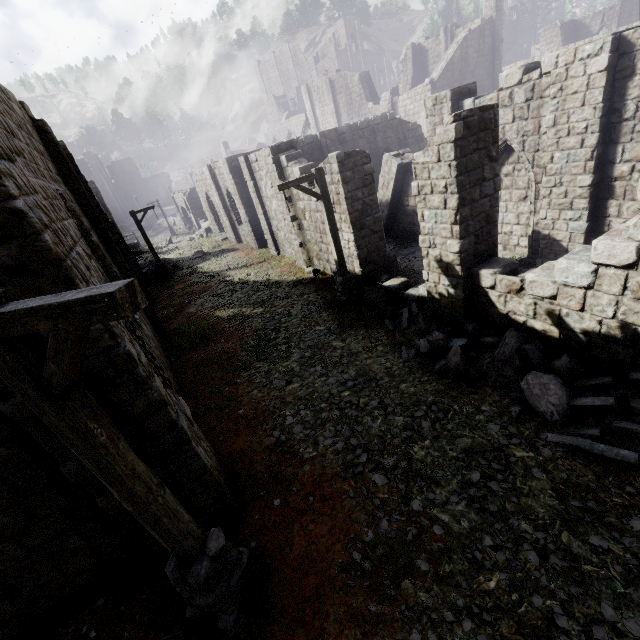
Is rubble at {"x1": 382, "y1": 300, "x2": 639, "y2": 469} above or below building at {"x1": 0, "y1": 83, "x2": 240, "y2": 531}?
below

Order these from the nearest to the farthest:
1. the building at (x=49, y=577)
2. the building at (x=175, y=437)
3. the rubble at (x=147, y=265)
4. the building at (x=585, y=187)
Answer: the building at (x=175, y=437)
the building at (x=49, y=577)
the building at (x=585, y=187)
the rubble at (x=147, y=265)

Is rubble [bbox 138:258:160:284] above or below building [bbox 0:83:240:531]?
below

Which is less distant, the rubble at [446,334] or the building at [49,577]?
the building at [49,577]

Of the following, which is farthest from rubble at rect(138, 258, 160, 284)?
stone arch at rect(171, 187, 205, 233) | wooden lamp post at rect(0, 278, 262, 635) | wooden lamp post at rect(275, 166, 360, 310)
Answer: wooden lamp post at rect(0, 278, 262, 635)

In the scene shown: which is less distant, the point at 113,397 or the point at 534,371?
the point at 113,397

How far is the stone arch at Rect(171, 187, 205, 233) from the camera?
38.81m

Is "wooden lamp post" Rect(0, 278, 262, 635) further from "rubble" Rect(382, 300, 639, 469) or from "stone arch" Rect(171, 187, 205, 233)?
"stone arch" Rect(171, 187, 205, 233)
